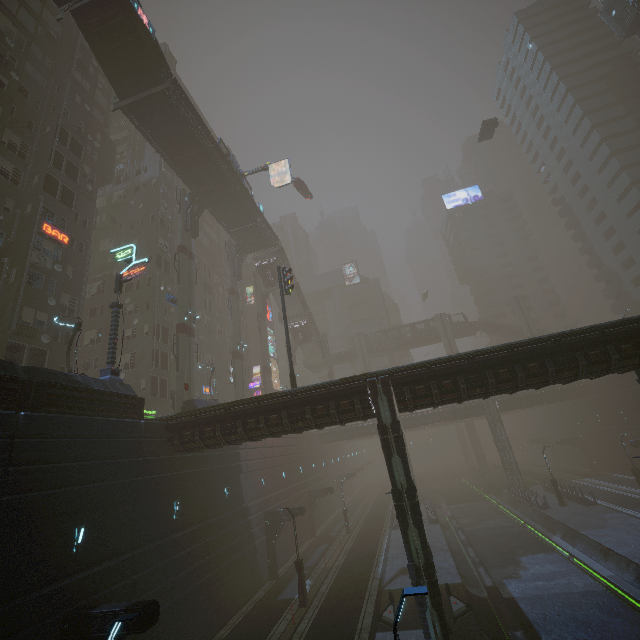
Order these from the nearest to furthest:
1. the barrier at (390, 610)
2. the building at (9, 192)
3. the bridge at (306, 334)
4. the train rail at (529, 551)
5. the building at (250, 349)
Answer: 1. the train rail at (529, 551)
2. the barrier at (390, 610)
3. the building at (9, 192)
4. the building at (250, 349)
5. the bridge at (306, 334)

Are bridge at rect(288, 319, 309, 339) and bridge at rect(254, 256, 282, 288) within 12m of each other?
yes

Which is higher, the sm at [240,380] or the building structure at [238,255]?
the building structure at [238,255]

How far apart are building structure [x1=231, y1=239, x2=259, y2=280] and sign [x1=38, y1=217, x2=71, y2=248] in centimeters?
1920cm

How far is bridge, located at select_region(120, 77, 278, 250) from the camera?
27.8m

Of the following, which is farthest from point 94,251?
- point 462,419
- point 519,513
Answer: point 519,513

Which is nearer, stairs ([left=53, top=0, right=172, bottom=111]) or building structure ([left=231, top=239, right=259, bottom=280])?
stairs ([left=53, top=0, right=172, bottom=111])

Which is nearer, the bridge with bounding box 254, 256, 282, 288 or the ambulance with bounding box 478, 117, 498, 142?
the ambulance with bounding box 478, 117, 498, 142
